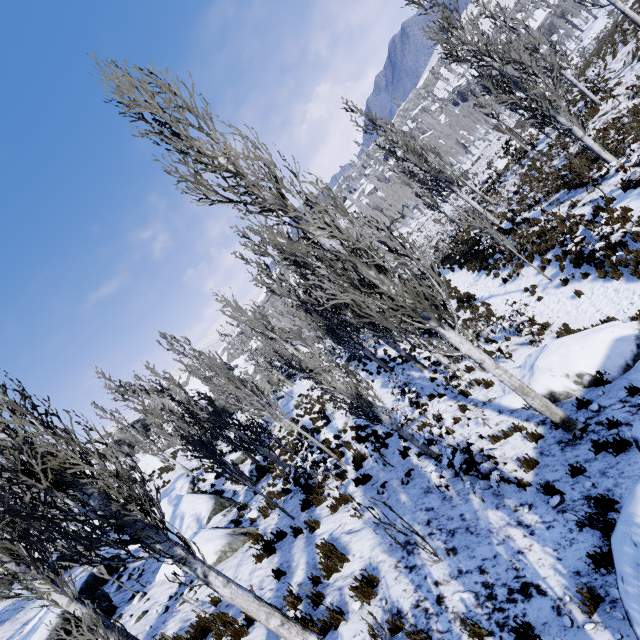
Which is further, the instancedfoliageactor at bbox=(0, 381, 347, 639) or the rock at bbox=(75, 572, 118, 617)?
the rock at bbox=(75, 572, 118, 617)

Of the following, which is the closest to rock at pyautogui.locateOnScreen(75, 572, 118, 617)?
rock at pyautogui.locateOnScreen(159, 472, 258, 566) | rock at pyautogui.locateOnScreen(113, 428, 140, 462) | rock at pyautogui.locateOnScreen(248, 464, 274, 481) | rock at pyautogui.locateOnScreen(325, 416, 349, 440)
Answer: rock at pyautogui.locateOnScreen(159, 472, 258, 566)

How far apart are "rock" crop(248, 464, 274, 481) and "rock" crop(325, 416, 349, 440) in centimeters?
340cm

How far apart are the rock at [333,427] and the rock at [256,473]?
3.4m

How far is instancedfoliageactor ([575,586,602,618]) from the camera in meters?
3.6 m

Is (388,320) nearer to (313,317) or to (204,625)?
(204,625)

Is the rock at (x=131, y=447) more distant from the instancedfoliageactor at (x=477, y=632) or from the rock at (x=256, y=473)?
the rock at (x=256, y=473)

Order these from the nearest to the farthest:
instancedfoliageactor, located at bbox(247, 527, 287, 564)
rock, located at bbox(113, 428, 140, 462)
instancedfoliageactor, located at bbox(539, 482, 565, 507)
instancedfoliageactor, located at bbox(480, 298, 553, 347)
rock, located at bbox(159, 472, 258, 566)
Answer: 1. instancedfoliageactor, located at bbox(539, 482, 565, 507)
2. instancedfoliageactor, located at bbox(247, 527, 287, 564)
3. rock, located at bbox(159, 472, 258, 566)
4. instancedfoliageactor, located at bbox(480, 298, 553, 347)
5. rock, located at bbox(113, 428, 140, 462)
